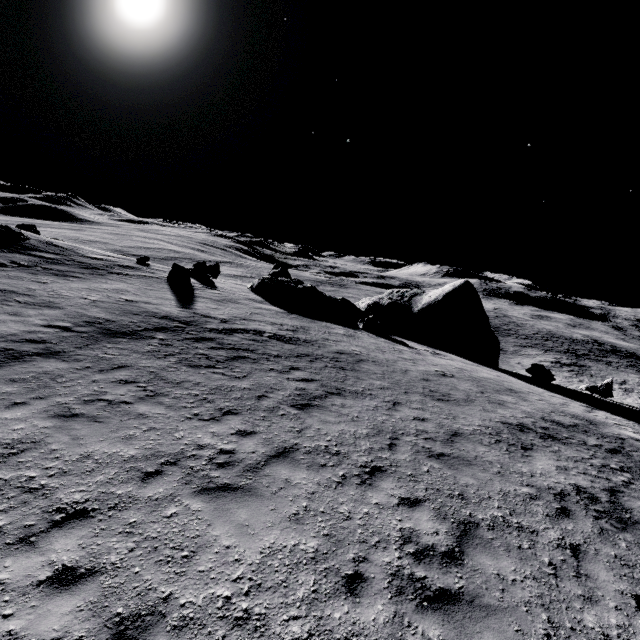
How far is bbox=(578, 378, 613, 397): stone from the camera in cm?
2298

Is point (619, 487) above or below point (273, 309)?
below

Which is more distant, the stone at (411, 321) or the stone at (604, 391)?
the stone at (411, 321)

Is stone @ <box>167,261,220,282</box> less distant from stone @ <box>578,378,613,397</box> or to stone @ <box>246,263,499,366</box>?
stone @ <box>246,263,499,366</box>

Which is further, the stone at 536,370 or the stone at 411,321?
the stone at 411,321
